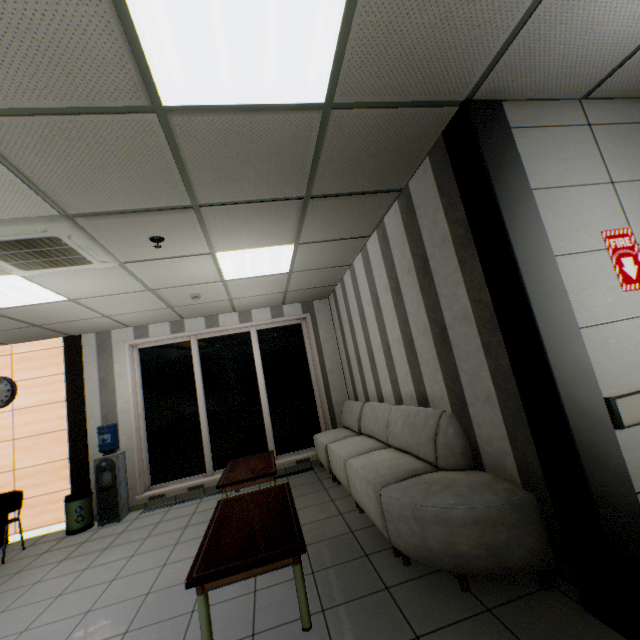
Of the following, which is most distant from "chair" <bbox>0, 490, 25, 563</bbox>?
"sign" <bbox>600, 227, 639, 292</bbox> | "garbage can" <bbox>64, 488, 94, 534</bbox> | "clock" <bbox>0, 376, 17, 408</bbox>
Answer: "sign" <bbox>600, 227, 639, 292</bbox>

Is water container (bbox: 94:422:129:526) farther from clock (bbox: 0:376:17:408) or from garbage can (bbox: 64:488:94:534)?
clock (bbox: 0:376:17:408)

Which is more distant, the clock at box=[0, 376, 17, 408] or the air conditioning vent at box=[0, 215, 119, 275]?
the clock at box=[0, 376, 17, 408]

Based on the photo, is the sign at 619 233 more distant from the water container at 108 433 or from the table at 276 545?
the water container at 108 433

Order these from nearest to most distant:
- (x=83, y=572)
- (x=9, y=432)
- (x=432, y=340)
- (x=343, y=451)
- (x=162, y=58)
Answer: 1. (x=162, y=58)
2. (x=432, y=340)
3. (x=83, y=572)
4. (x=343, y=451)
5. (x=9, y=432)

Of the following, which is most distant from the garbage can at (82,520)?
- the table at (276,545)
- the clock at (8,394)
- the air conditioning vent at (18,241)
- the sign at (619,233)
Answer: the sign at (619,233)

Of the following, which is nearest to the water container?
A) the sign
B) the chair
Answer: the chair

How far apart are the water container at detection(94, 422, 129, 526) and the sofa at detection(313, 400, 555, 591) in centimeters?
332cm
